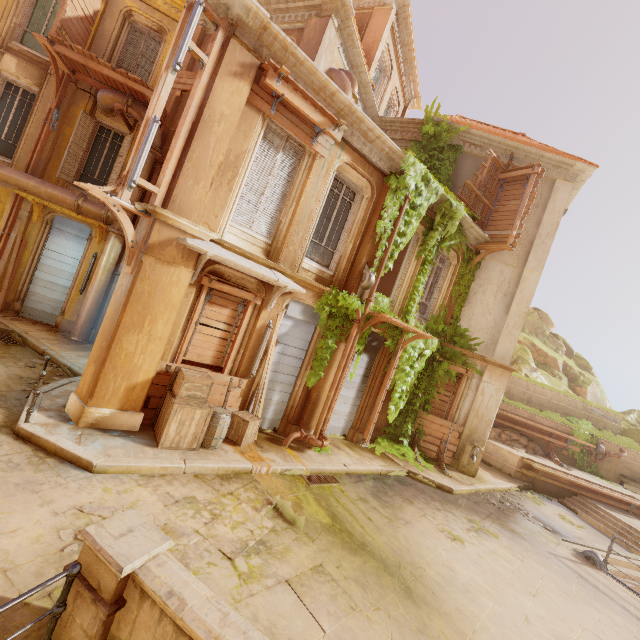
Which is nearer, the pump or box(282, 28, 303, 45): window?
box(282, 28, 303, 45): window

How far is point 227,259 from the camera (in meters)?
6.89

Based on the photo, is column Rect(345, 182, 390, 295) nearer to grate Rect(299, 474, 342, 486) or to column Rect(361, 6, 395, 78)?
grate Rect(299, 474, 342, 486)

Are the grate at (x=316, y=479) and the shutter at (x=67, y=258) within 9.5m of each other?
no

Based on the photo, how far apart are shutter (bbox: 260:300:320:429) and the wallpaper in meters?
9.6 m

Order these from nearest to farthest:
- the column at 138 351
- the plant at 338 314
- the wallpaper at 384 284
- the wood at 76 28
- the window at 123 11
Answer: the column at 138 351 → the plant at 338 314 → the wood at 76 28 → the window at 123 11 → the wallpaper at 384 284

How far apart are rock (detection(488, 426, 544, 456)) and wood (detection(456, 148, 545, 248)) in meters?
9.4 m

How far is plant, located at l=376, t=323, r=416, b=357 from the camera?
11.0 meters
